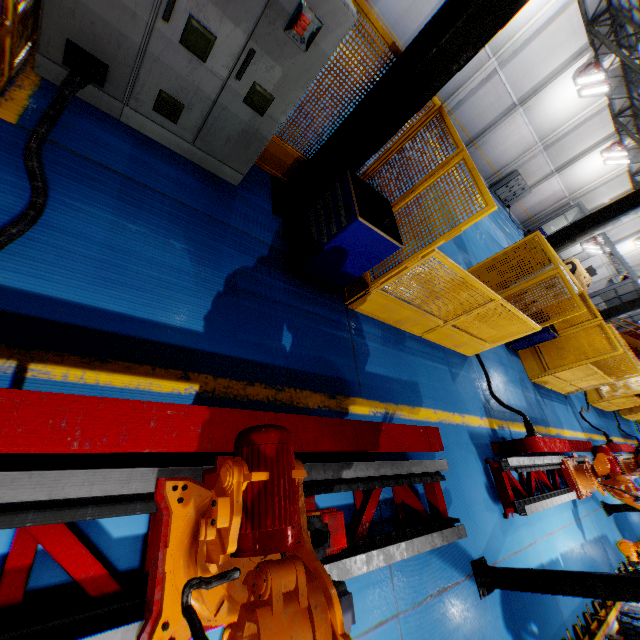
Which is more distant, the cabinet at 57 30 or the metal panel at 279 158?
the metal panel at 279 158

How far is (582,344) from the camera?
9.0 meters

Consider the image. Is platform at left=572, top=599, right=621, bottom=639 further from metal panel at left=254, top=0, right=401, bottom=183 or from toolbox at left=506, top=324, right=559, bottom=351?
toolbox at left=506, top=324, right=559, bottom=351

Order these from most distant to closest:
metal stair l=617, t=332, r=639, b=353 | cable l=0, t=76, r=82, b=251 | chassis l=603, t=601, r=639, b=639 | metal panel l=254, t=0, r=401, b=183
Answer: metal stair l=617, t=332, r=639, b=353 → chassis l=603, t=601, r=639, b=639 → metal panel l=254, t=0, r=401, b=183 → cable l=0, t=76, r=82, b=251

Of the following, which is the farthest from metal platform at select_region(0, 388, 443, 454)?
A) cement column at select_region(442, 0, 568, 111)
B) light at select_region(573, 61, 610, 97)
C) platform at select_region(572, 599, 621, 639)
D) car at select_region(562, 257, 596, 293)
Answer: car at select_region(562, 257, 596, 293)

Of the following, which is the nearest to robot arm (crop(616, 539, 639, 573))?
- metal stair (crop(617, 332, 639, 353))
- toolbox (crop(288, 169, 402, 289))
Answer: toolbox (crop(288, 169, 402, 289))

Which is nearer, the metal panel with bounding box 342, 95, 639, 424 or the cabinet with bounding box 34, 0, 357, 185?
the cabinet with bounding box 34, 0, 357, 185

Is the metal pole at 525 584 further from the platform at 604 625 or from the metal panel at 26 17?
the metal panel at 26 17
